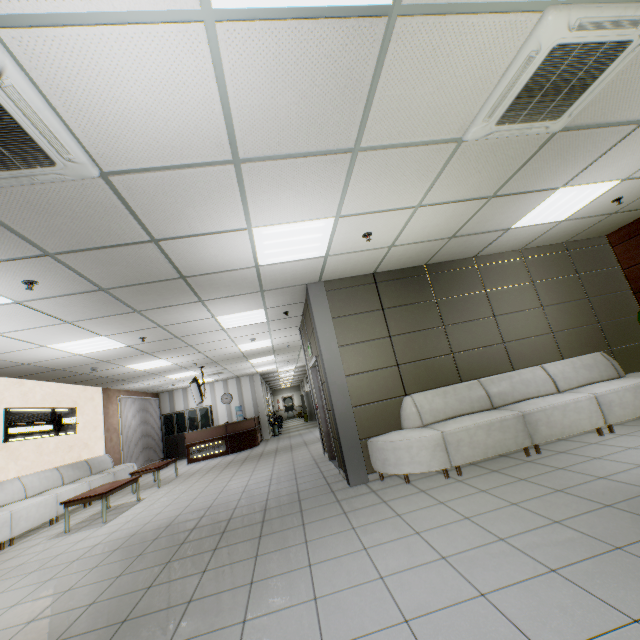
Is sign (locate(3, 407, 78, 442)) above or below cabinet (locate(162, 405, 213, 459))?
above

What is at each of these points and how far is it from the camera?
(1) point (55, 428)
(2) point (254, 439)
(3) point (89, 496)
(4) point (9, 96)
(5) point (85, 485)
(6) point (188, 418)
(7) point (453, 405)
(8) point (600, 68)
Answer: (1) sign, 8.4m
(2) desk, 13.4m
(3) table, 5.9m
(4) air conditioning vent, 1.7m
(5) sofa, 7.9m
(6) cabinet, 15.4m
(7) sofa, 5.0m
(8) air conditioning vent, 2.4m

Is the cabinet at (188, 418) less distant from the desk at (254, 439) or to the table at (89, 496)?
the desk at (254, 439)

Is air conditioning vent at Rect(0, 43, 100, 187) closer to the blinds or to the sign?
the sign

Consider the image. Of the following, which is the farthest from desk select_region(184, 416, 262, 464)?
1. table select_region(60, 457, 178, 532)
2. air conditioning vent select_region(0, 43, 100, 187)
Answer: air conditioning vent select_region(0, 43, 100, 187)

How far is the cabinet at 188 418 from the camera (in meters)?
14.95

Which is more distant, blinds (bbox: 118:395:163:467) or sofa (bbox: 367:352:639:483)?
blinds (bbox: 118:395:163:467)

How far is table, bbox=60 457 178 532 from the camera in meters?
5.9 m
